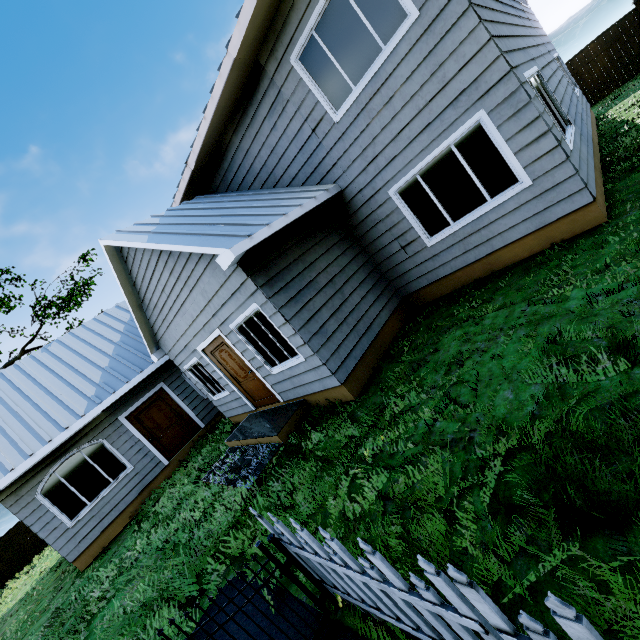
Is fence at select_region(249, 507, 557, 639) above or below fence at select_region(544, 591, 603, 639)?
below

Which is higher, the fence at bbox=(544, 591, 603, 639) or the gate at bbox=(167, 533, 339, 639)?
the fence at bbox=(544, 591, 603, 639)

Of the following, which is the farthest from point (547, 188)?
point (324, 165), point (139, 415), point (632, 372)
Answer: point (139, 415)

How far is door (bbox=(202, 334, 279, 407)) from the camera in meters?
7.5

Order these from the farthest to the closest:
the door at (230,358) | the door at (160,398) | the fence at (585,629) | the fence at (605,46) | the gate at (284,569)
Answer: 1. the fence at (605,46)
2. the door at (160,398)
3. the door at (230,358)
4. the gate at (284,569)
5. the fence at (585,629)

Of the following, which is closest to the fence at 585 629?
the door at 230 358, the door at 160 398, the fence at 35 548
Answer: the door at 230 358

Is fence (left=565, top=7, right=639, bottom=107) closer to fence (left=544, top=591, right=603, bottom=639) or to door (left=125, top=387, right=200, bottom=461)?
fence (left=544, top=591, right=603, bottom=639)

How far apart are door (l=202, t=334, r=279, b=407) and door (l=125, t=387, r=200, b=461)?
4.4 meters
